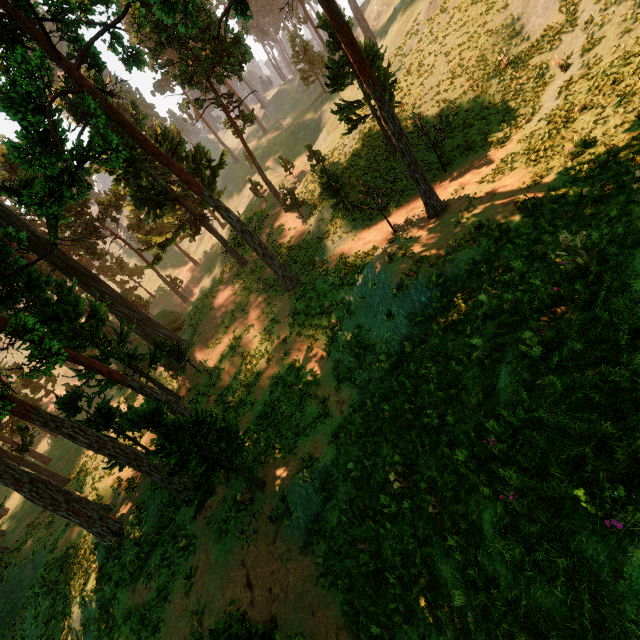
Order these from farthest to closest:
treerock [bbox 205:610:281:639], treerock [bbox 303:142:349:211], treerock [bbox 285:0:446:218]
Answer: treerock [bbox 303:142:349:211]
treerock [bbox 285:0:446:218]
treerock [bbox 205:610:281:639]

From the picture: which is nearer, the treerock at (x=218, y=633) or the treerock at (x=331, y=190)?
the treerock at (x=218, y=633)

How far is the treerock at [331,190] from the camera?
20.9m

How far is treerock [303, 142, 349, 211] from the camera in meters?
20.9

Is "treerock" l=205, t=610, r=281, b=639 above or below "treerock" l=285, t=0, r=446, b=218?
below

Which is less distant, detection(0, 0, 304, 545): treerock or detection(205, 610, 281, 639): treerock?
detection(205, 610, 281, 639): treerock

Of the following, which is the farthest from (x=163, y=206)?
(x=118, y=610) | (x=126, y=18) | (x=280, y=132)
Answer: (x=126, y=18)
